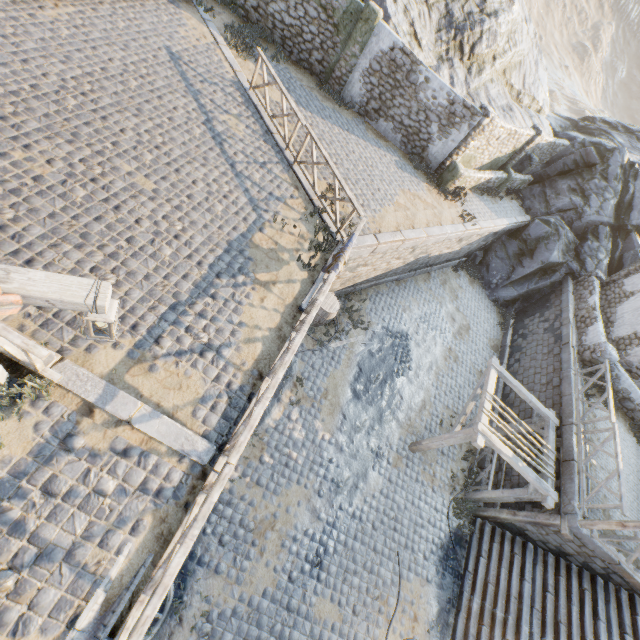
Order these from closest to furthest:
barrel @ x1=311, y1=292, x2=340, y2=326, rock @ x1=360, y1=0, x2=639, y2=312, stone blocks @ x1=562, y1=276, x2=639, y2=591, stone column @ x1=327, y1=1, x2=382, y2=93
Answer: stone blocks @ x1=562, y1=276, x2=639, y2=591 < barrel @ x1=311, y1=292, x2=340, y2=326 < stone column @ x1=327, y1=1, x2=382, y2=93 < rock @ x1=360, y1=0, x2=639, y2=312

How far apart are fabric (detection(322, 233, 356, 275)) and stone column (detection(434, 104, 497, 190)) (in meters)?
9.03

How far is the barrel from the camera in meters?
11.2

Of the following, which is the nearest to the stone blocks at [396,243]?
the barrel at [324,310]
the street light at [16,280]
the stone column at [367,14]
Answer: the barrel at [324,310]

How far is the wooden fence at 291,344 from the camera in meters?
4.8

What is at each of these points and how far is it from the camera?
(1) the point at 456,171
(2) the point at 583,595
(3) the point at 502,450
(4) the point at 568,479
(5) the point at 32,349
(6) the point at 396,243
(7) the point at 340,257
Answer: (1) stone column, 14.25m
(2) stairs, 9.51m
(3) awning, 9.13m
(4) stone blocks, 9.87m
(5) wooden fence, 4.01m
(6) stone blocks, 11.20m
(7) fabric, 7.54m

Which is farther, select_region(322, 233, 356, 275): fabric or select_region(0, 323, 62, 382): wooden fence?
select_region(322, 233, 356, 275): fabric

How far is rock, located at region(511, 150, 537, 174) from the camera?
18.7 meters
